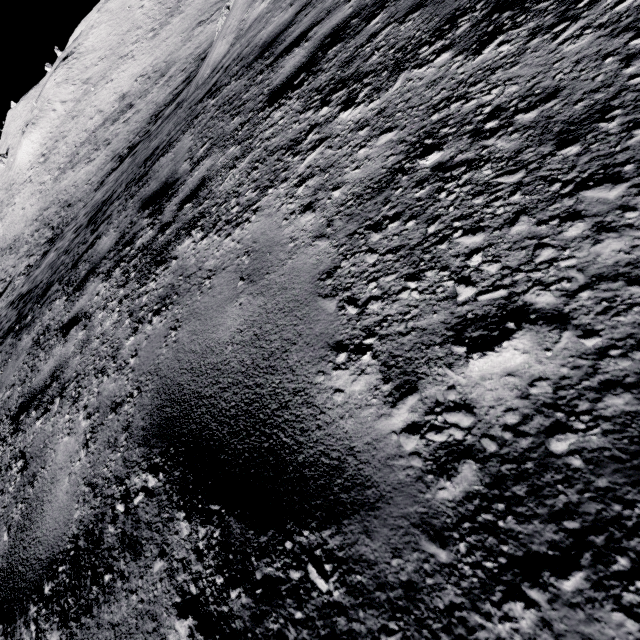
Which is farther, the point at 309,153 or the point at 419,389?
the point at 309,153
